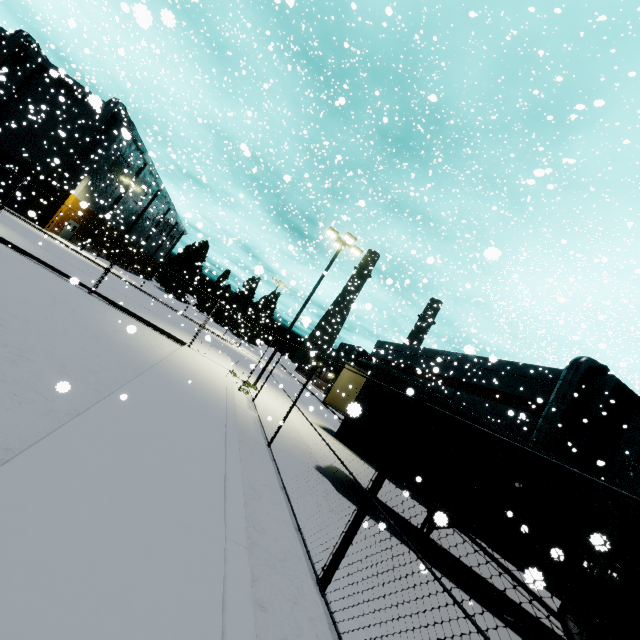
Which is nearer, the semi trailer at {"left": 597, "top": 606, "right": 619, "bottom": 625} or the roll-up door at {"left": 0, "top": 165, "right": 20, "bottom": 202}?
the semi trailer at {"left": 597, "top": 606, "right": 619, "bottom": 625}

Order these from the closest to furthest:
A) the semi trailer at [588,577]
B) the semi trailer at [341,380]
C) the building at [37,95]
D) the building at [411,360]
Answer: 1. the semi trailer at [588,577]
2. the semi trailer at [341,380]
3. the building at [411,360]
4. the building at [37,95]

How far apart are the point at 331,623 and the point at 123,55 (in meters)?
13.62

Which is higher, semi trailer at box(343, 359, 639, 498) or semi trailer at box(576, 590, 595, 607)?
semi trailer at box(343, 359, 639, 498)

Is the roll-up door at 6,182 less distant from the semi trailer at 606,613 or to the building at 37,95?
the building at 37,95

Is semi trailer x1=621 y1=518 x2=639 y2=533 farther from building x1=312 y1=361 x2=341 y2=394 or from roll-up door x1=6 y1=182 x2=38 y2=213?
roll-up door x1=6 y1=182 x2=38 y2=213

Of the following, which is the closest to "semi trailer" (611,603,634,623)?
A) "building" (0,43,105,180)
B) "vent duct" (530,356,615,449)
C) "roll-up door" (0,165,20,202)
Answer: "vent duct" (530,356,615,449)
